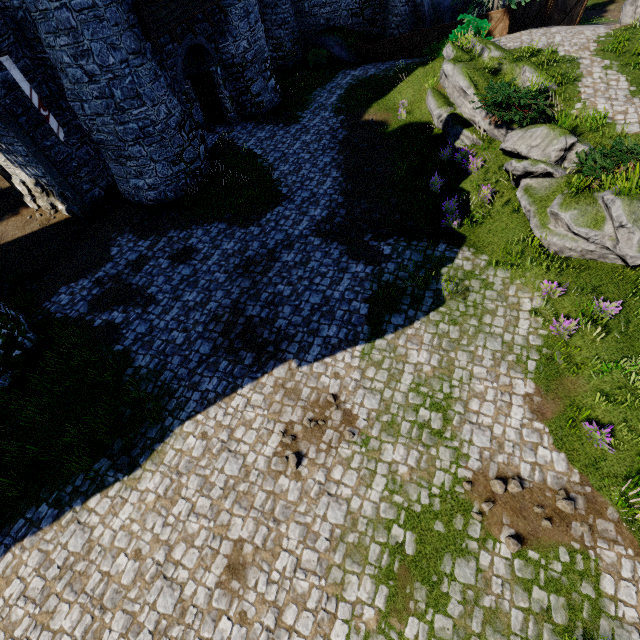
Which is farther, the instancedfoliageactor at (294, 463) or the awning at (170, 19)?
the awning at (170, 19)

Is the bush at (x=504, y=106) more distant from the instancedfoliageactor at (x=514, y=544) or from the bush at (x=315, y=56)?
the bush at (x=315, y=56)

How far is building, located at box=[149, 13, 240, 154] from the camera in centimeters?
1402cm

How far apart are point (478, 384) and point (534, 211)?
6.3m

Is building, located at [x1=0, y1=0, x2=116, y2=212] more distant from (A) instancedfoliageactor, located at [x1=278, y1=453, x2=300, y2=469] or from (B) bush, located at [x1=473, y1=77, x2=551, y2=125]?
(B) bush, located at [x1=473, y1=77, x2=551, y2=125]

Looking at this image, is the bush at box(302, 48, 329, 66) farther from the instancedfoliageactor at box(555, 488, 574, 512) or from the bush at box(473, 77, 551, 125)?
the instancedfoliageactor at box(555, 488, 574, 512)

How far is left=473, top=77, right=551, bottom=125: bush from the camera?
11.5 meters

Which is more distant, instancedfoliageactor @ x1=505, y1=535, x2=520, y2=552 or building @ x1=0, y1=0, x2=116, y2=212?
building @ x1=0, y1=0, x2=116, y2=212
